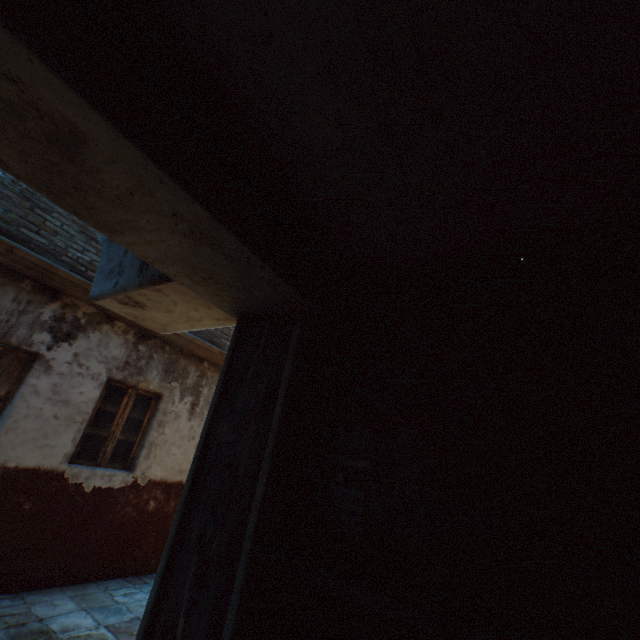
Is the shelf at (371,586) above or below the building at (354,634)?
above

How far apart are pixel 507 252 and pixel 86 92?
2.00m

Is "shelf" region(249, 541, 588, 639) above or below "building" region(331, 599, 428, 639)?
above
